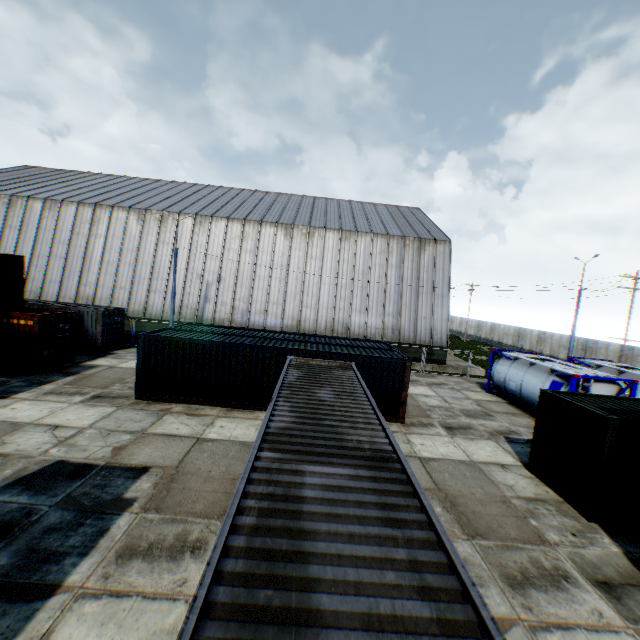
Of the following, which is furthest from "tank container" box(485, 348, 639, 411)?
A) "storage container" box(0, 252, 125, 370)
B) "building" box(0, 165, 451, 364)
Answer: "storage container" box(0, 252, 125, 370)

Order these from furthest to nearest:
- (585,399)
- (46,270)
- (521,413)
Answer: (46,270), (521,413), (585,399)

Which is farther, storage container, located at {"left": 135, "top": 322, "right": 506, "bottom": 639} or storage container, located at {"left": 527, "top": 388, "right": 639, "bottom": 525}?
storage container, located at {"left": 527, "top": 388, "right": 639, "bottom": 525}

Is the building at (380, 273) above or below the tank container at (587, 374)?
above

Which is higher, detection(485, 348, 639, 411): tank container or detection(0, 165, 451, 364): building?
detection(0, 165, 451, 364): building

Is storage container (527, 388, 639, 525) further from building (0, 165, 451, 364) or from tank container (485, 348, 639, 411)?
building (0, 165, 451, 364)

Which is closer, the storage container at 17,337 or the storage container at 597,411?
the storage container at 597,411

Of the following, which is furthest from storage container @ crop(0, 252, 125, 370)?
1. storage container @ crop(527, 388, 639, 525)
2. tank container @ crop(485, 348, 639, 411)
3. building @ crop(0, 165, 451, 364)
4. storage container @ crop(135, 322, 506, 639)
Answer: tank container @ crop(485, 348, 639, 411)
